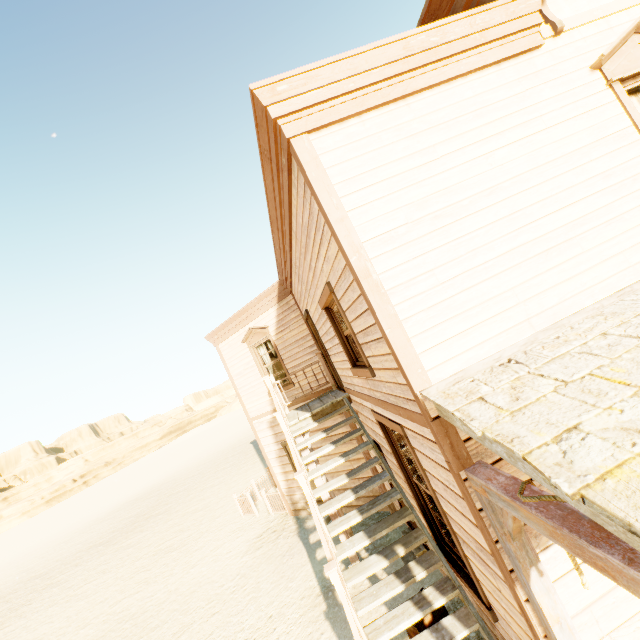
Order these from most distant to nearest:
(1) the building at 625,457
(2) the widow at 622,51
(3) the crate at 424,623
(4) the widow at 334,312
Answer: (3) the crate at 424,623
(4) the widow at 334,312
(2) the widow at 622,51
(1) the building at 625,457

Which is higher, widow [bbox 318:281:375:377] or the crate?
widow [bbox 318:281:375:377]

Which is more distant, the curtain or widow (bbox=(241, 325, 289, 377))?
widow (bbox=(241, 325, 289, 377))

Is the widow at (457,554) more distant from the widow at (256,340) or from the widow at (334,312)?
the widow at (256,340)

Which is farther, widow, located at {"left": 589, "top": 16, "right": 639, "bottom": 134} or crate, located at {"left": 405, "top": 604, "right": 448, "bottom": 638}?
crate, located at {"left": 405, "top": 604, "right": 448, "bottom": 638}

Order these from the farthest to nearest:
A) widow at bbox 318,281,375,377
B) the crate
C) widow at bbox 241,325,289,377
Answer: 1. widow at bbox 241,325,289,377
2. the crate
3. widow at bbox 318,281,375,377

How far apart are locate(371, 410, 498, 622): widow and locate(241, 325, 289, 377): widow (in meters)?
4.93

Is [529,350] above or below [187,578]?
above
